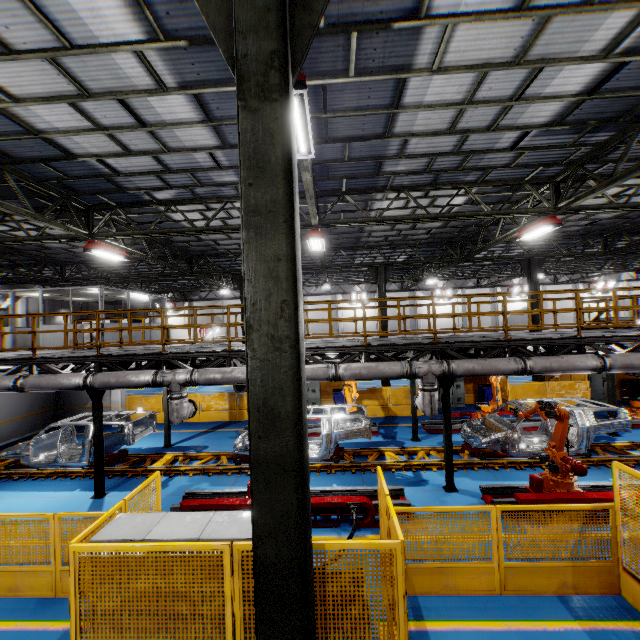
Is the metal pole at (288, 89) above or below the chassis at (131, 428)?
above

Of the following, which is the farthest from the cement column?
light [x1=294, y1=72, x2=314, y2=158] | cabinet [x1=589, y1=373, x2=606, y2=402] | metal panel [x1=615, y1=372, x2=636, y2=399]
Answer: cabinet [x1=589, y1=373, x2=606, y2=402]

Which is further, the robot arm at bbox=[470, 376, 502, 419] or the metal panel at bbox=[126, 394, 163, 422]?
the metal panel at bbox=[126, 394, 163, 422]

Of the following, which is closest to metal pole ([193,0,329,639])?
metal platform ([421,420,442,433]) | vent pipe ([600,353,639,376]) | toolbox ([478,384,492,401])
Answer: vent pipe ([600,353,639,376])

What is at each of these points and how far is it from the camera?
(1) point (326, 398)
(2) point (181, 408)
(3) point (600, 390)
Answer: (1) metal panel, 18.7m
(2) vent pipe, 8.9m
(3) cabinet, 17.3m

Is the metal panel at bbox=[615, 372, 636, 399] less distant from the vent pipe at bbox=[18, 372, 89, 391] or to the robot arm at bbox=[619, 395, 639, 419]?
the robot arm at bbox=[619, 395, 639, 419]

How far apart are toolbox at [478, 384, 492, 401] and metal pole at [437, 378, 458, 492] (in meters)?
9.05

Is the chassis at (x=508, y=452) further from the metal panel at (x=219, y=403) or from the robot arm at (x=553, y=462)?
the metal panel at (x=219, y=403)
